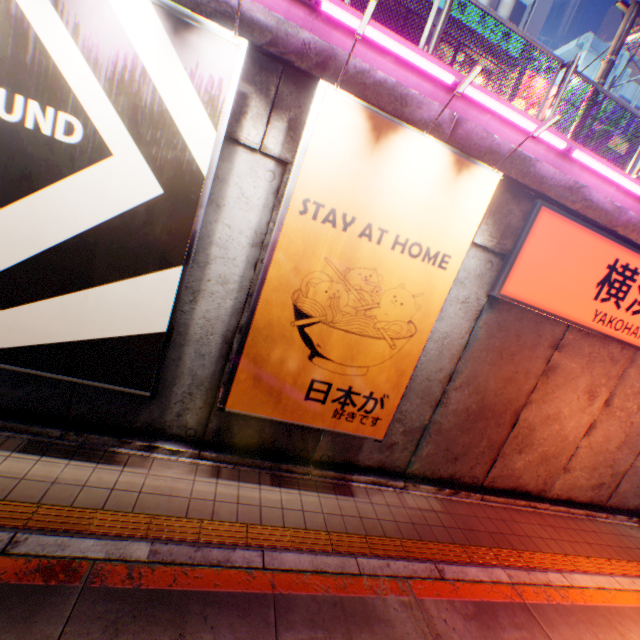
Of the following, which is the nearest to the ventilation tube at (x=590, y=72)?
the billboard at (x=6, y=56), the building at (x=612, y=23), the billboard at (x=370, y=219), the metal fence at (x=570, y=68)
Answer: the metal fence at (x=570, y=68)

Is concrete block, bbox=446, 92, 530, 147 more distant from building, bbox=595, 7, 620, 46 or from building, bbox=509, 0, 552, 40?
building, bbox=595, 7, 620, 46

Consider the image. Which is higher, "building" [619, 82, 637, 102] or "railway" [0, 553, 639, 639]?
"building" [619, 82, 637, 102]

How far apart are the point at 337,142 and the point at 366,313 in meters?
2.2 m

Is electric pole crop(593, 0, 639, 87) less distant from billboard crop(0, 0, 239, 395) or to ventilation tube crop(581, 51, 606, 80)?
Result: billboard crop(0, 0, 239, 395)

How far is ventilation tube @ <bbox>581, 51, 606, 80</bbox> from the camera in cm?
1709

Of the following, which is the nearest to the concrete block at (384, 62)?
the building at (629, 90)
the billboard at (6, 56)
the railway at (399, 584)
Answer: the billboard at (6, 56)

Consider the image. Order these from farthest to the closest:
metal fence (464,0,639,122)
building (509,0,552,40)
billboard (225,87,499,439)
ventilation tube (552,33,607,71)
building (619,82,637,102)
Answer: building (619,82,637,102)
ventilation tube (552,33,607,71)
building (509,0,552,40)
metal fence (464,0,639,122)
billboard (225,87,499,439)
